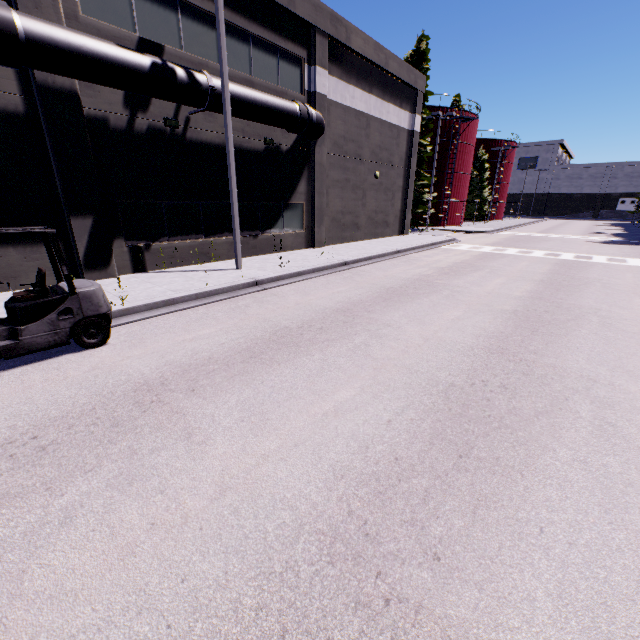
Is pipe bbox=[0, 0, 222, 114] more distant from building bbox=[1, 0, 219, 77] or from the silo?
the silo

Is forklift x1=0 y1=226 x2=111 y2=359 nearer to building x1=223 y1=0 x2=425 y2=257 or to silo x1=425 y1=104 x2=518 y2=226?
building x1=223 y1=0 x2=425 y2=257

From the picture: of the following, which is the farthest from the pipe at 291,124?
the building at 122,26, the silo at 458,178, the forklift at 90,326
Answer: the silo at 458,178

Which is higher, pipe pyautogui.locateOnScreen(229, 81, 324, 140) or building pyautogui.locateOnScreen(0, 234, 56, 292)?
pipe pyautogui.locateOnScreen(229, 81, 324, 140)

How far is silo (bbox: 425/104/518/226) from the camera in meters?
34.8 m

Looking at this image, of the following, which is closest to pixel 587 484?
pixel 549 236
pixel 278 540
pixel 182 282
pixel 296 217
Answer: pixel 278 540

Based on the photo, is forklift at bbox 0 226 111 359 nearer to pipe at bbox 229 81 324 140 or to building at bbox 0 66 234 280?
pipe at bbox 229 81 324 140

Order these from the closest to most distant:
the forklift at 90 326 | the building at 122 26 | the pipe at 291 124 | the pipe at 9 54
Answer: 1. the forklift at 90 326
2. the pipe at 9 54
3. the building at 122 26
4. the pipe at 291 124
